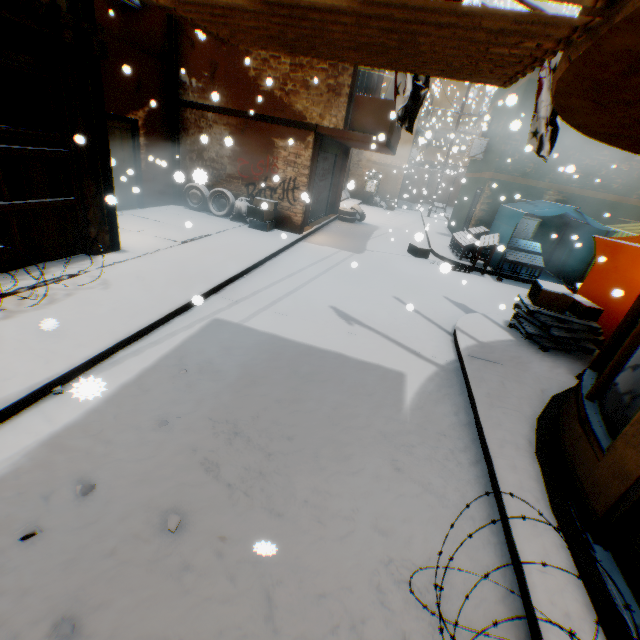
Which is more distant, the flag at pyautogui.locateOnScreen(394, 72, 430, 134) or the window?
the window

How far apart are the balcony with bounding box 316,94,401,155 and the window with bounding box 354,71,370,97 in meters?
0.9 m

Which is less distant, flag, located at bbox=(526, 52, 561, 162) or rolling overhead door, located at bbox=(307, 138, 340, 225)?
flag, located at bbox=(526, 52, 561, 162)

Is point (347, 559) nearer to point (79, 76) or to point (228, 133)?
point (79, 76)

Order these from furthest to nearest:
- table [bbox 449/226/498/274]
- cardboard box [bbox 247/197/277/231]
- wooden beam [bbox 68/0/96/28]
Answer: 1. table [bbox 449/226/498/274]
2. cardboard box [bbox 247/197/277/231]
3. wooden beam [bbox 68/0/96/28]

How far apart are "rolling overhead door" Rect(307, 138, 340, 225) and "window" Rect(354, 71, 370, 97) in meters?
1.4

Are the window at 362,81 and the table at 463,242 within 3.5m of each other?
no

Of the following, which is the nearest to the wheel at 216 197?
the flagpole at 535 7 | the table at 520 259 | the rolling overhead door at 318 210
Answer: the rolling overhead door at 318 210
